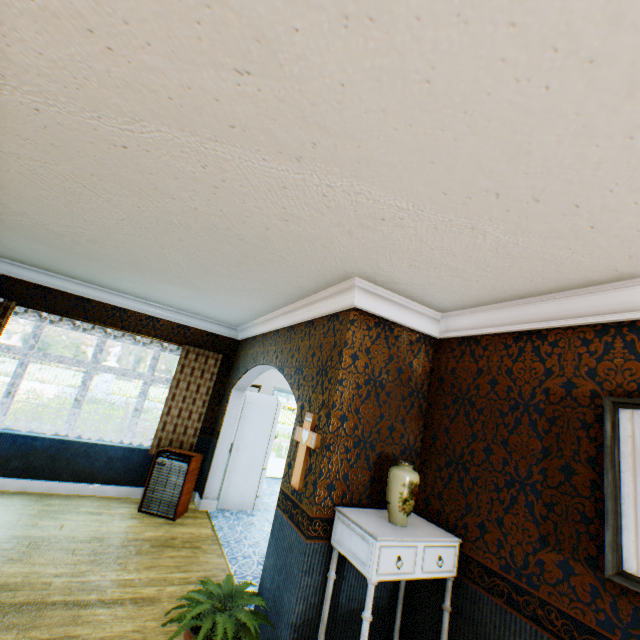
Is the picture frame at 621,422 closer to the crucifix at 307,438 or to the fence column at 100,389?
the crucifix at 307,438

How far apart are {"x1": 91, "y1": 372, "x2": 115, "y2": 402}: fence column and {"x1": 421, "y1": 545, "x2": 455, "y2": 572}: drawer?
21.1 meters

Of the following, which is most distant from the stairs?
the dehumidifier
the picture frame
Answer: the picture frame

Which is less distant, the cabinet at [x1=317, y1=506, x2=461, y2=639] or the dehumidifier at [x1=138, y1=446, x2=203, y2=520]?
the cabinet at [x1=317, y1=506, x2=461, y2=639]

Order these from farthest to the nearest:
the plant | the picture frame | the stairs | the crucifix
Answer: the stairs < the crucifix < the plant < the picture frame

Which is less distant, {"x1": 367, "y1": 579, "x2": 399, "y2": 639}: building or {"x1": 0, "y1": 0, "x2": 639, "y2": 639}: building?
{"x1": 0, "y1": 0, "x2": 639, "y2": 639}: building

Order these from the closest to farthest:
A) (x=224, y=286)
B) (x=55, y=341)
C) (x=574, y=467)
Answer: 1. (x=574, y=467)
2. (x=224, y=286)
3. (x=55, y=341)

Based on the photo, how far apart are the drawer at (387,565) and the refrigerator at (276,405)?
4.3 meters
